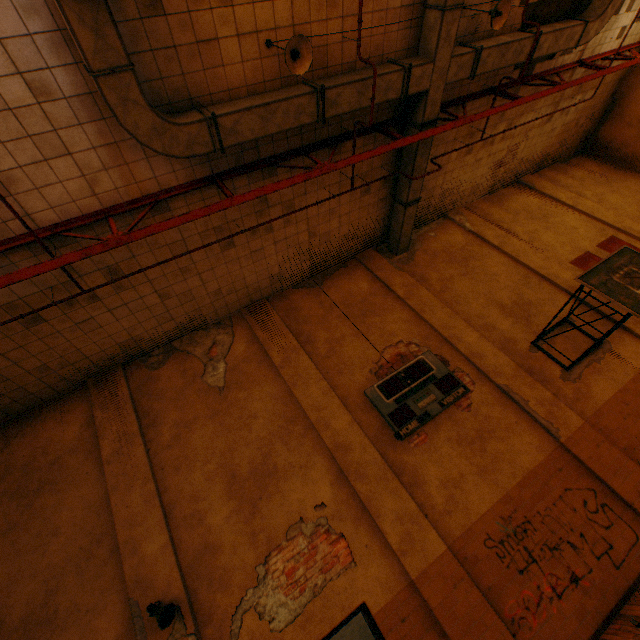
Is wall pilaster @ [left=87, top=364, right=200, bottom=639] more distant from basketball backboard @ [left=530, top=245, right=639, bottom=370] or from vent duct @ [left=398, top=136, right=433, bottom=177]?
basketball backboard @ [left=530, top=245, right=639, bottom=370]

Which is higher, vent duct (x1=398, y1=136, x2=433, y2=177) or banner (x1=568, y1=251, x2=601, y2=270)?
vent duct (x1=398, y1=136, x2=433, y2=177)

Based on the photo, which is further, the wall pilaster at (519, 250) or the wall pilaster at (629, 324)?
the wall pilaster at (519, 250)

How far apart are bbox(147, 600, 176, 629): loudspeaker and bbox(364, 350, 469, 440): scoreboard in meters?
4.6

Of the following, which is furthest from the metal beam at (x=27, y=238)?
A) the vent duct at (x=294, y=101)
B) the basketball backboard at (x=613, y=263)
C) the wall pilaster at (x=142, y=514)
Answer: the basketball backboard at (x=613, y=263)

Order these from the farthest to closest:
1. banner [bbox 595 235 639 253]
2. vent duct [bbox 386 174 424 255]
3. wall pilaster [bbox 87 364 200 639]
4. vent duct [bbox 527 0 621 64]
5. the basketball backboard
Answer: banner [bbox 595 235 639 253]
vent duct [bbox 386 174 424 255]
vent duct [bbox 527 0 621 64]
the basketball backboard
wall pilaster [bbox 87 364 200 639]

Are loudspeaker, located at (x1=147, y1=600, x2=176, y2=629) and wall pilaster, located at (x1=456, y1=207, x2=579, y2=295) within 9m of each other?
no

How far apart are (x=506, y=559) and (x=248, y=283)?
7.8m
